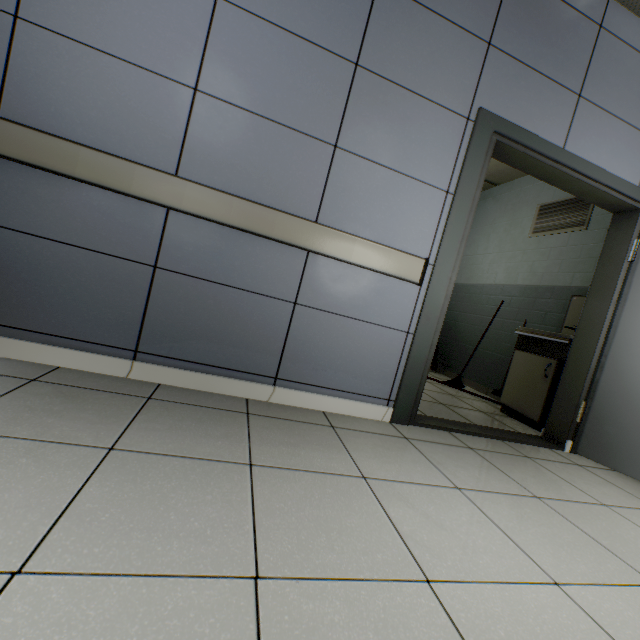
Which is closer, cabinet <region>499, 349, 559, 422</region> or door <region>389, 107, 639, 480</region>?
door <region>389, 107, 639, 480</region>

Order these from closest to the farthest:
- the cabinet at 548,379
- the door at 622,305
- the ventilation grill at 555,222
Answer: the door at 622,305
the cabinet at 548,379
the ventilation grill at 555,222

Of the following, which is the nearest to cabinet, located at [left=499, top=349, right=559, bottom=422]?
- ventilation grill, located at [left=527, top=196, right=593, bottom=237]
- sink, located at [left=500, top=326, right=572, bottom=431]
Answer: sink, located at [left=500, top=326, right=572, bottom=431]

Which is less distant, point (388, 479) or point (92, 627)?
point (92, 627)

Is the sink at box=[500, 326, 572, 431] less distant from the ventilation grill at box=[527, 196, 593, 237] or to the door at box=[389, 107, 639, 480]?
the door at box=[389, 107, 639, 480]

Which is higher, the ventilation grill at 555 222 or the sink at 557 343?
the ventilation grill at 555 222

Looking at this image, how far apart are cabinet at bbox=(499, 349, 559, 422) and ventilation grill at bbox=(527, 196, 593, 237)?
1.67m

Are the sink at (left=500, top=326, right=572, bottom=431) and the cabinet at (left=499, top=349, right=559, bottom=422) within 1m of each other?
yes
